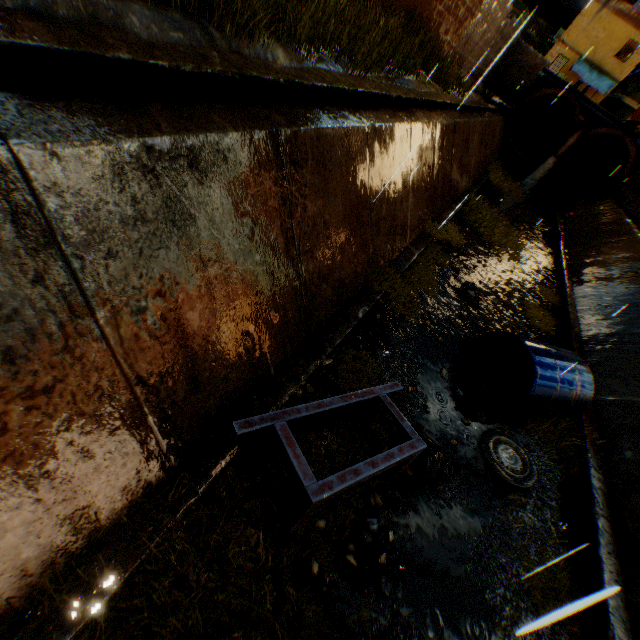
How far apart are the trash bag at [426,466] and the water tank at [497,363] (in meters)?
2.08

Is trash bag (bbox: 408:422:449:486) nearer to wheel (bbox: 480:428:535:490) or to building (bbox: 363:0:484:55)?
wheel (bbox: 480:428:535:490)

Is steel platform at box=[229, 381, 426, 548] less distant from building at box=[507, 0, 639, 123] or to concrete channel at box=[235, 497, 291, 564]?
concrete channel at box=[235, 497, 291, 564]

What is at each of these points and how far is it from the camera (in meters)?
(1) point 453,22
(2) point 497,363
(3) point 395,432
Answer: (1) building, 10.90
(2) water tank, 6.22
(3) concrete channel, 4.61

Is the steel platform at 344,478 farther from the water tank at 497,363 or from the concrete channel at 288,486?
the water tank at 497,363

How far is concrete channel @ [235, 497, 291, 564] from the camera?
3.0m

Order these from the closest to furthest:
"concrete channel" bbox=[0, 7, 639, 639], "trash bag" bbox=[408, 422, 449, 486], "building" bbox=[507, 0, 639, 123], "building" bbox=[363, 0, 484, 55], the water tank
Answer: "concrete channel" bbox=[0, 7, 639, 639], "trash bag" bbox=[408, 422, 449, 486], the water tank, "building" bbox=[363, 0, 484, 55], "building" bbox=[507, 0, 639, 123]

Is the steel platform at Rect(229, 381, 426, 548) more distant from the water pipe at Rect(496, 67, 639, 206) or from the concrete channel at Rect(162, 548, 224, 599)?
the water pipe at Rect(496, 67, 639, 206)
